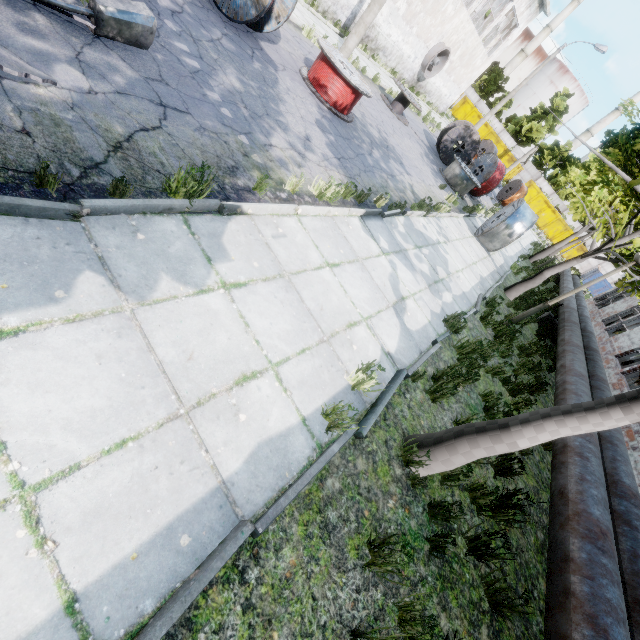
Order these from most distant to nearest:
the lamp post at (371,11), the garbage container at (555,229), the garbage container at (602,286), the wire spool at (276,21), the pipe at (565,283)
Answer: the garbage container at (555,229) → the garbage container at (602,286) → the pipe at (565,283) → the lamp post at (371,11) → the wire spool at (276,21)

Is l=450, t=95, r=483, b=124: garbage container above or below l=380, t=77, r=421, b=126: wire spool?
above

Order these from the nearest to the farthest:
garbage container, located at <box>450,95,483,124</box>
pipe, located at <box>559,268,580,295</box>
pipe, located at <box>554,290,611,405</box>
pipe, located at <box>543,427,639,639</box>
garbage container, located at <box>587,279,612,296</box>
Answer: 1. pipe, located at <box>543,427,639,639</box>
2. pipe, located at <box>554,290,611,405</box>
3. pipe, located at <box>559,268,580,295</box>
4. garbage container, located at <box>587,279,612,296</box>
5. garbage container, located at <box>450,95,483,124</box>

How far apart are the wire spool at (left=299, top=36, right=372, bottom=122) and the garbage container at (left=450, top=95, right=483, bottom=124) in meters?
40.3 m

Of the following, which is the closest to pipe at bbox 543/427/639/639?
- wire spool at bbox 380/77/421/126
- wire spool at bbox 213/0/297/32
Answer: wire spool at bbox 213/0/297/32

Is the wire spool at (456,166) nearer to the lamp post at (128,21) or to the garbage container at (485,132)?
the lamp post at (128,21)

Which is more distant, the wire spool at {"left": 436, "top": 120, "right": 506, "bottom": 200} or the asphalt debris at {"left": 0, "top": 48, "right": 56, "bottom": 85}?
the wire spool at {"left": 436, "top": 120, "right": 506, "bottom": 200}

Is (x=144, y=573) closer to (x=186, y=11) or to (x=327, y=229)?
(x=327, y=229)
